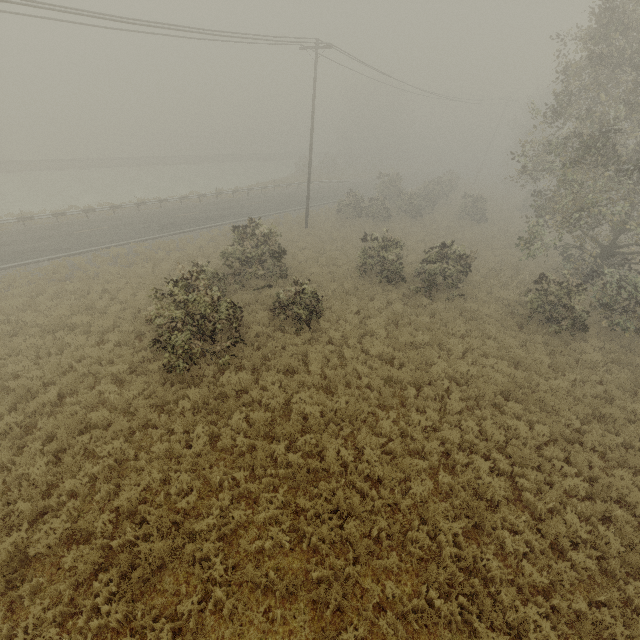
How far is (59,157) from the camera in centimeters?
5938cm
